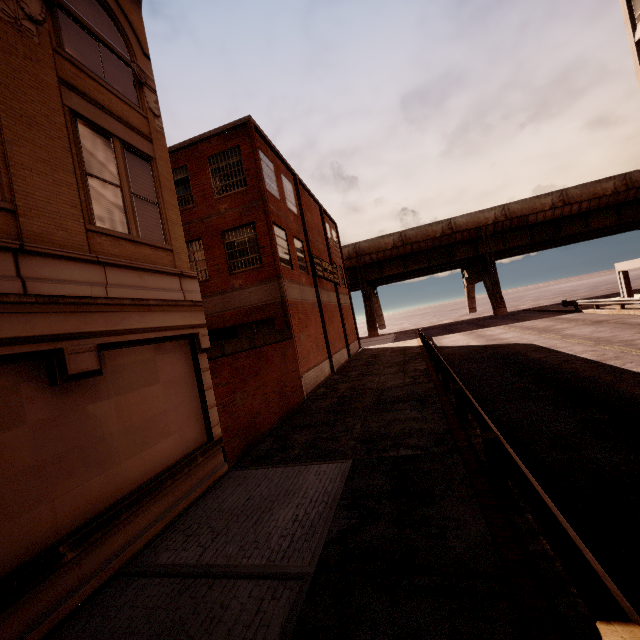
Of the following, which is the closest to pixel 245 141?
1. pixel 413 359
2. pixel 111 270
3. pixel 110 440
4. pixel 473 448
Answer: pixel 111 270

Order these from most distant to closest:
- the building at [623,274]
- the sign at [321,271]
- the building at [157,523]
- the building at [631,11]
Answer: the building at [623,274] < the building at [631,11] < the sign at [321,271] < the building at [157,523]

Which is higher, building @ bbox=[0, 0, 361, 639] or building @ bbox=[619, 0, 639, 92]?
building @ bbox=[619, 0, 639, 92]

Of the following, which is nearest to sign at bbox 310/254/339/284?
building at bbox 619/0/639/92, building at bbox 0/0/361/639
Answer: building at bbox 0/0/361/639

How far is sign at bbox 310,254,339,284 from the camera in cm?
2189

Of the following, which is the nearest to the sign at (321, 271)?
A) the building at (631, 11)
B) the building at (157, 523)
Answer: the building at (157, 523)

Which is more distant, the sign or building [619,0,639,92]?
building [619,0,639,92]
